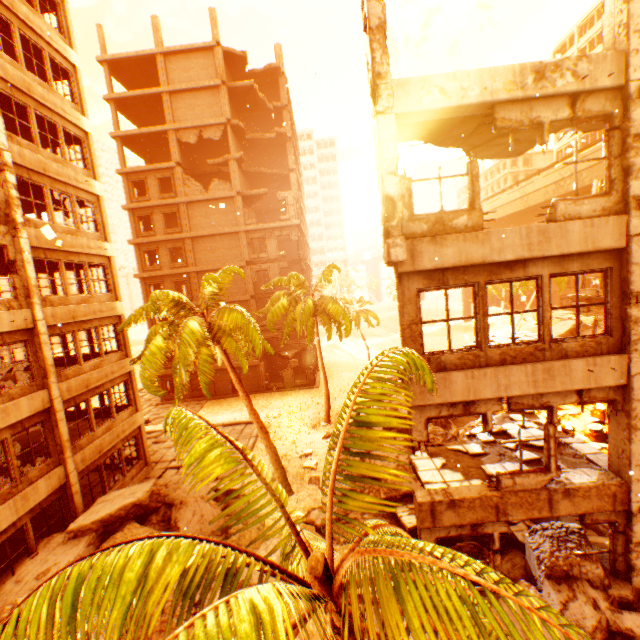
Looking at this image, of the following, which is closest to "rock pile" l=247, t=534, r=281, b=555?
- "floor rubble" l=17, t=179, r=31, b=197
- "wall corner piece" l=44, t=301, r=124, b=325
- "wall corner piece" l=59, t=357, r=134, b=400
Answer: "wall corner piece" l=59, t=357, r=134, b=400

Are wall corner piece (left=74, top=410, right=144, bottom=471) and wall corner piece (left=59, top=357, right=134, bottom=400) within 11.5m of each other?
yes

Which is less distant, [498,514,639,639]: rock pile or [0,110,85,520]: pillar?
[498,514,639,639]: rock pile

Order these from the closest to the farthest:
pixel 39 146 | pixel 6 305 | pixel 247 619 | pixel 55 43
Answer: pixel 247 619, pixel 6 305, pixel 39 146, pixel 55 43

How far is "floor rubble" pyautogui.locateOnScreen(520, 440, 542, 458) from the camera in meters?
9.0

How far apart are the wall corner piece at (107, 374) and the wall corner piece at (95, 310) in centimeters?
218cm

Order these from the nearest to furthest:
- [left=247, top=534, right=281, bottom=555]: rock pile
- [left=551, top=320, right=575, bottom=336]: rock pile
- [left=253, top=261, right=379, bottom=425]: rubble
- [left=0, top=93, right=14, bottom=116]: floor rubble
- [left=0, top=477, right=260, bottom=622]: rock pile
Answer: [left=0, top=477, right=260, bottom=622]: rock pile < [left=247, top=534, right=281, bottom=555]: rock pile < [left=0, top=93, right=14, bottom=116]: floor rubble < [left=253, top=261, right=379, bottom=425]: rubble < [left=551, top=320, right=575, bottom=336]: rock pile

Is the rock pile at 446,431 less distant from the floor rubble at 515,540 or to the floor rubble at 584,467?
the floor rubble at 515,540
